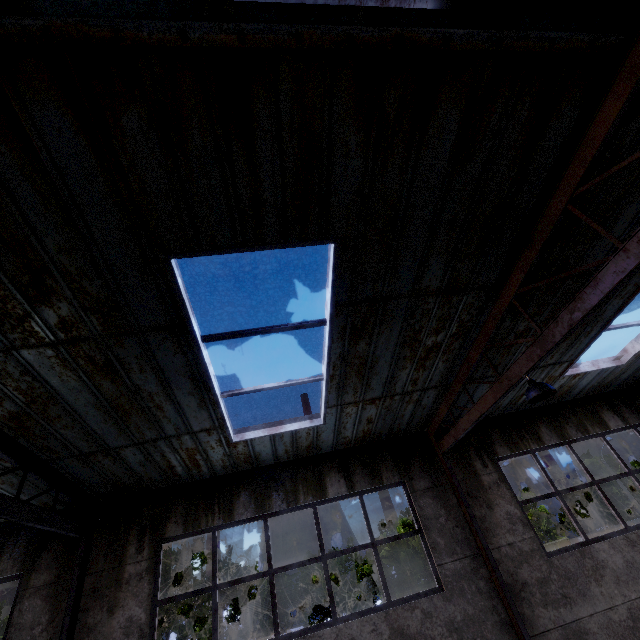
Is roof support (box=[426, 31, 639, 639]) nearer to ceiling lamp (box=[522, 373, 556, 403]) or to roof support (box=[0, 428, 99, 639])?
ceiling lamp (box=[522, 373, 556, 403])

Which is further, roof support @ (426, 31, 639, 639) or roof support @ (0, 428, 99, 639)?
roof support @ (0, 428, 99, 639)

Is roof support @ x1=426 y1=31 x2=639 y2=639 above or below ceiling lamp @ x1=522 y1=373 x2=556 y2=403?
above

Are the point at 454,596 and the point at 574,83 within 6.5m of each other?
no

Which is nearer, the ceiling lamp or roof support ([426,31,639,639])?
roof support ([426,31,639,639])

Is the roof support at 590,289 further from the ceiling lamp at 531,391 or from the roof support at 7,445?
the roof support at 7,445

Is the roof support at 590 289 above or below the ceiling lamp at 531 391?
above
